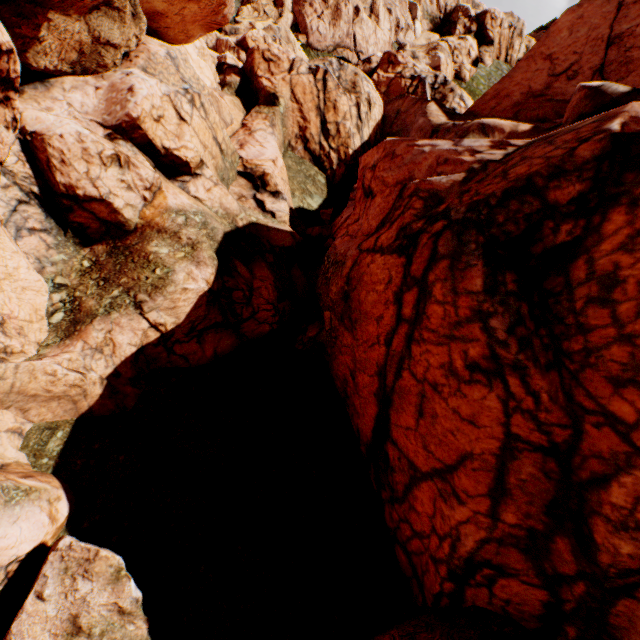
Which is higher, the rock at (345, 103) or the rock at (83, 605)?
the rock at (345, 103)

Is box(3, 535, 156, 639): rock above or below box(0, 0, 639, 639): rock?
below

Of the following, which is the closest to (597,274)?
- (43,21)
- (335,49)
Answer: (43,21)
